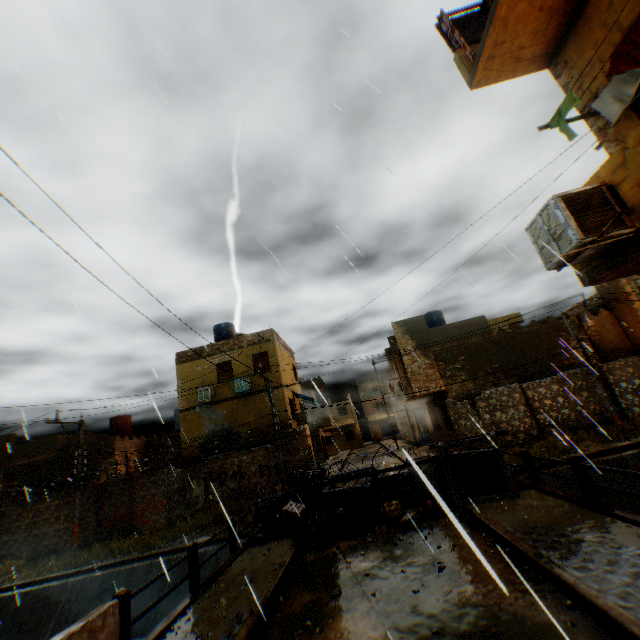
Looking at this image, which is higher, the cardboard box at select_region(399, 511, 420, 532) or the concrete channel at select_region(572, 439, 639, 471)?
the cardboard box at select_region(399, 511, 420, 532)

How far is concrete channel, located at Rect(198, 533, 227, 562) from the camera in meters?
13.4

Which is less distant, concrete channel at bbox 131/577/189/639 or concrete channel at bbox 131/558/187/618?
concrete channel at bbox 131/577/189/639

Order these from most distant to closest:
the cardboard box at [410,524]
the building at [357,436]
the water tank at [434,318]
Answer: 1. the water tank at [434,318]
2. the building at [357,436]
3. the cardboard box at [410,524]

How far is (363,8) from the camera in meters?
6.0

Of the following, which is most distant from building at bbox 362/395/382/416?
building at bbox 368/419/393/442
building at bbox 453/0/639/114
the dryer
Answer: the dryer

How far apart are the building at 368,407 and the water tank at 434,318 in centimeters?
3352cm

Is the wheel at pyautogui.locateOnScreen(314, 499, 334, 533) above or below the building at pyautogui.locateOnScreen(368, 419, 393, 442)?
below
